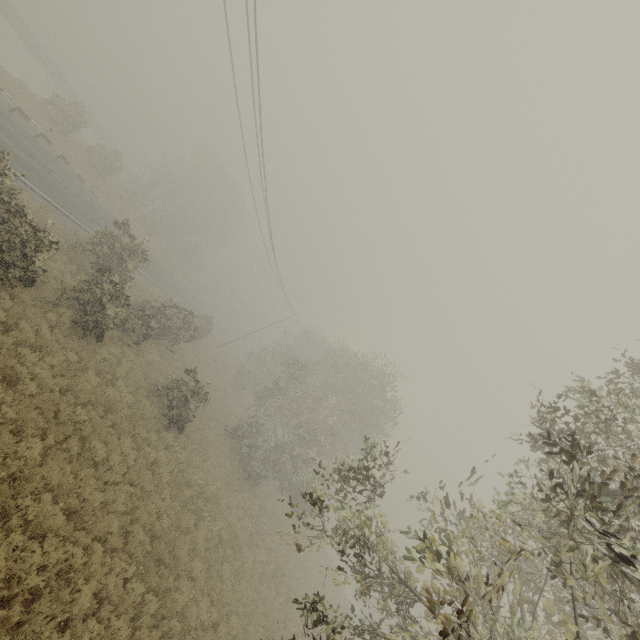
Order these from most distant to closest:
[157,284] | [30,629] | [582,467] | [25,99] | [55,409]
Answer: [157,284] < [25,99] < [55,409] < [30,629] < [582,467]
